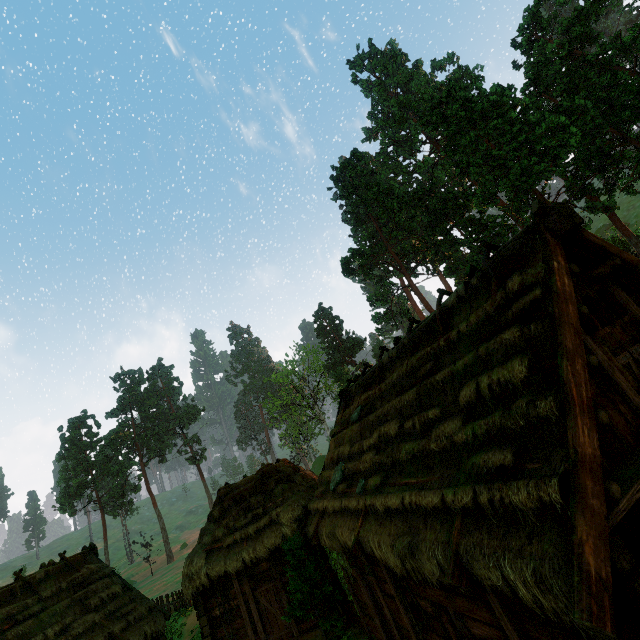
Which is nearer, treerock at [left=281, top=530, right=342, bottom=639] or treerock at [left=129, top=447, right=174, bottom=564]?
treerock at [left=281, top=530, right=342, bottom=639]

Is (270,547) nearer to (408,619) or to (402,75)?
(408,619)

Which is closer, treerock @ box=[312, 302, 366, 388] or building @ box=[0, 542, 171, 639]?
building @ box=[0, 542, 171, 639]

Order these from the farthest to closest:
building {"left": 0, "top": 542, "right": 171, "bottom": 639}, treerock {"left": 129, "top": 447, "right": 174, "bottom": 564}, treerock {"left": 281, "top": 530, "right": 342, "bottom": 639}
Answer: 1. treerock {"left": 129, "top": 447, "right": 174, "bottom": 564}
2. building {"left": 0, "top": 542, "right": 171, "bottom": 639}
3. treerock {"left": 281, "top": 530, "right": 342, "bottom": 639}

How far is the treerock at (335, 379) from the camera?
47.75m
